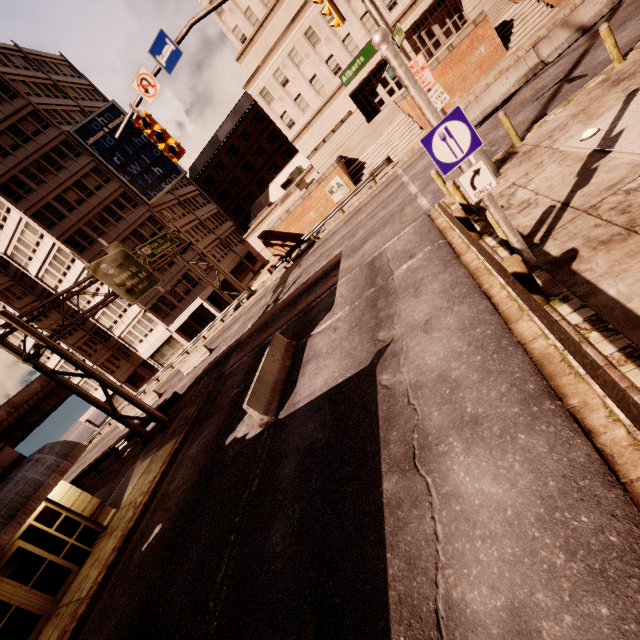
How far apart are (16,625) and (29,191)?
40.0m

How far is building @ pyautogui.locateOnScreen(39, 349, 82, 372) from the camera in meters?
45.2

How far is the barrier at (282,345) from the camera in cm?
986

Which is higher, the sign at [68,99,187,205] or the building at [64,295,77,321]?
the sign at [68,99,187,205]

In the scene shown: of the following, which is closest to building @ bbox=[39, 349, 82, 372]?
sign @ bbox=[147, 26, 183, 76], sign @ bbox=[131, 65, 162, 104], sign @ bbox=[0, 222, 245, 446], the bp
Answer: sign @ bbox=[0, 222, 245, 446]

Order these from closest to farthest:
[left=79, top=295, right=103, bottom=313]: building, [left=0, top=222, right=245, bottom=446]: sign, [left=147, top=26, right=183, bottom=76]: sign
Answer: [left=147, top=26, right=183, bottom=76]: sign
[left=0, top=222, right=245, bottom=446]: sign
[left=79, top=295, right=103, bottom=313]: building

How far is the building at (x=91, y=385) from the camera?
47.19m

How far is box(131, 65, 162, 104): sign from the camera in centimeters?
988cm
